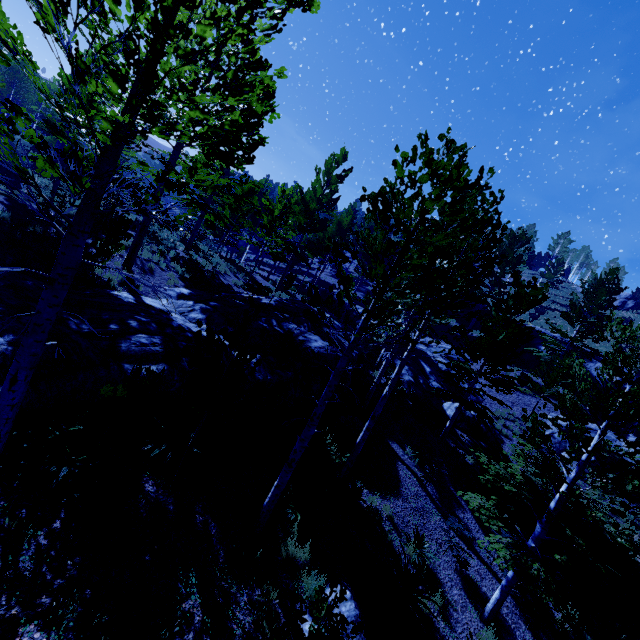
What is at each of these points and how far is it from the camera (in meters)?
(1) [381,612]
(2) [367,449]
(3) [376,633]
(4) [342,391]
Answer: (1) instancedfoliageactor, 6.92
(2) rock, 11.74
(3) instancedfoliageactor, 2.93
(4) rock, 14.05

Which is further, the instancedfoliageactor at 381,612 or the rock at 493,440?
the rock at 493,440

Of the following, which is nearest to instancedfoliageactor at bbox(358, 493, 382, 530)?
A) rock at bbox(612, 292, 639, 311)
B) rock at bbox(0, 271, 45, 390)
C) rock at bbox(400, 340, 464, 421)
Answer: rock at bbox(0, 271, 45, 390)

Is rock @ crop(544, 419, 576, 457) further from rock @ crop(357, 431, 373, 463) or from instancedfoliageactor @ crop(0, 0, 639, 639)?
rock @ crop(357, 431, 373, 463)

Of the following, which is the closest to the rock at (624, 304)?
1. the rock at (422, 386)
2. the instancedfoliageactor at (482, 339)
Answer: the instancedfoliageactor at (482, 339)

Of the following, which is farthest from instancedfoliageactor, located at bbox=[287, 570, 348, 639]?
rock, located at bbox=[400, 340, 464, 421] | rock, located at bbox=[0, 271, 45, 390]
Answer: rock, located at bbox=[400, 340, 464, 421]

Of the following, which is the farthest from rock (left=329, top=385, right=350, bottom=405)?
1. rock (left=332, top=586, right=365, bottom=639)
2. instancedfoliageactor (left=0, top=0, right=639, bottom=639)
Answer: rock (left=332, top=586, right=365, bottom=639)
